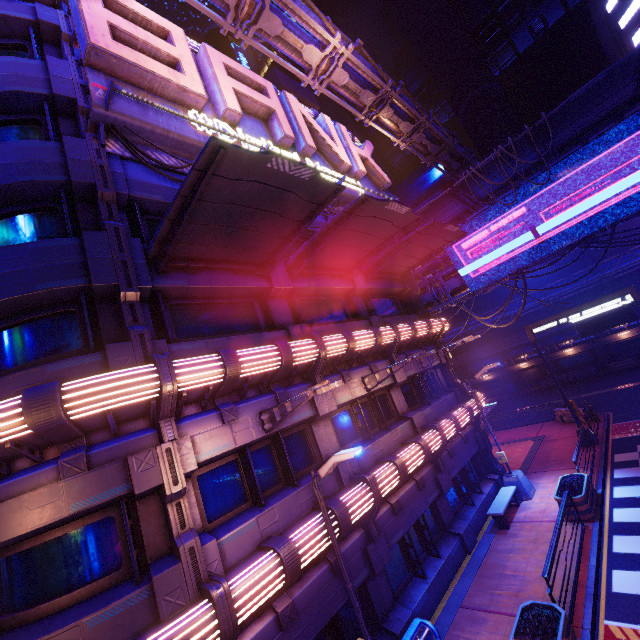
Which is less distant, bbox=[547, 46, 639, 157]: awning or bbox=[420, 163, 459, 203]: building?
bbox=[547, 46, 639, 157]: awning

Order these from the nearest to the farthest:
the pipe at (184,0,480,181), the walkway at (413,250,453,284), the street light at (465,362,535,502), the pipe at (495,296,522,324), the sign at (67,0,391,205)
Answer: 1. the sign at (67,0,391,205)
2. the pipe at (184,0,480,181)
3. the street light at (465,362,535,502)
4. the walkway at (413,250,453,284)
5. the pipe at (495,296,522,324)

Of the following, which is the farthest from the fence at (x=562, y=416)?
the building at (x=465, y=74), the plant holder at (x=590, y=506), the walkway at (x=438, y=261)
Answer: the building at (x=465, y=74)

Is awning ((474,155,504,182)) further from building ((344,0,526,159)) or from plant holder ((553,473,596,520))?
building ((344,0,526,159))

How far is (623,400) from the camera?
23.4m

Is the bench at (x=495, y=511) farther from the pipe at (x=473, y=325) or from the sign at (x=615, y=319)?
the pipe at (x=473, y=325)

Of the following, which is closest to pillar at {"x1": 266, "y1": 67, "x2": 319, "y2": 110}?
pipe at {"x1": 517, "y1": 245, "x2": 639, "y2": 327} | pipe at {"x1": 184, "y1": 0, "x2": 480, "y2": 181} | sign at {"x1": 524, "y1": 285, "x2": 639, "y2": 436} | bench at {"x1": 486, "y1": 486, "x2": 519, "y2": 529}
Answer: pipe at {"x1": 184, "y1": 0, "x2": 480, "y2": 181}

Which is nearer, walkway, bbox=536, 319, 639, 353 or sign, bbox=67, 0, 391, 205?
sign, bbox=67, 0, 391, 205
